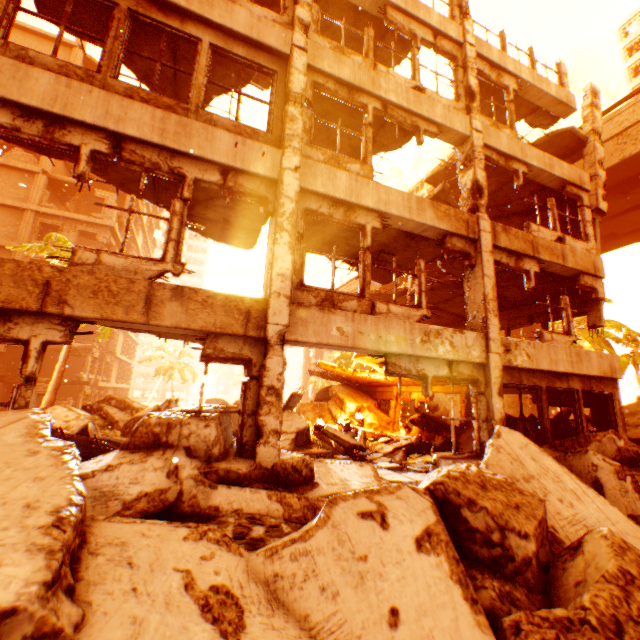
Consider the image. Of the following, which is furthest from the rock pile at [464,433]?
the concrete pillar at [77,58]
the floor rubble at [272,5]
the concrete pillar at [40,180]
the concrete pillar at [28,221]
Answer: the concrete pillar at [77,58]

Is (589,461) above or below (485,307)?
below

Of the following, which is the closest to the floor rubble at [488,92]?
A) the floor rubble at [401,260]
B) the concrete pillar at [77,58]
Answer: the floor rubble at [401,260]

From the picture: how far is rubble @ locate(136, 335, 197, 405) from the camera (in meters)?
33.94

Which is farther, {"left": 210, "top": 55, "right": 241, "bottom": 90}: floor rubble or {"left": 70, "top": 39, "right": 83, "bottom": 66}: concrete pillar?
{"left": 70, "top": 39, "right": 83, "bottom": 66}: concrete pillar

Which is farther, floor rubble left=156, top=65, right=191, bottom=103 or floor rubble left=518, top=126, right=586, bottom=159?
floor rubble left=518, top=126, right=586, bottom=159

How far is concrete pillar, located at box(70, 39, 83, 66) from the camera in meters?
27.0 m

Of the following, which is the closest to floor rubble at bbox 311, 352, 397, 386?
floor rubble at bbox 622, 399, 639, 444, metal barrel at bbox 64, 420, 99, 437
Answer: floor rubble at bbox 622, 399, 639, 444
